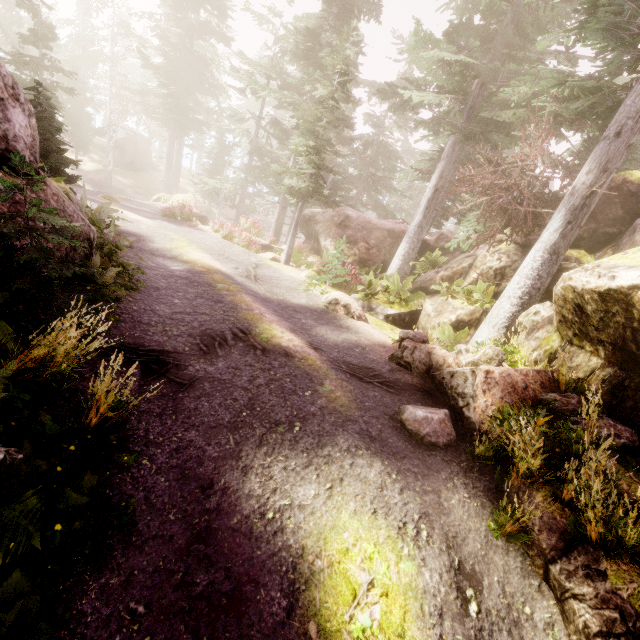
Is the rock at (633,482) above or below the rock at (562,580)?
above

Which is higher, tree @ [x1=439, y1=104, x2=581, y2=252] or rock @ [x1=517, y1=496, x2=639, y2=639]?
tree @ [x1=439, y1=104, x2=581, y2=252]

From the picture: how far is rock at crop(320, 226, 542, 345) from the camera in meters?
11.6 m

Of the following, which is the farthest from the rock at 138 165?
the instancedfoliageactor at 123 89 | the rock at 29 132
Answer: the rock at 29 132

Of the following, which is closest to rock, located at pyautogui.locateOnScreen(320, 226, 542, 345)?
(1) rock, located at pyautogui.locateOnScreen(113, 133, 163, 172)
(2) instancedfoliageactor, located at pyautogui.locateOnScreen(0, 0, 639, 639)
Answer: (2) instancedfoliageactor, located at pyautogui.locateOnScreen(0, 0, 639, 639)

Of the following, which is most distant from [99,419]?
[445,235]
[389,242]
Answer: [445,235]

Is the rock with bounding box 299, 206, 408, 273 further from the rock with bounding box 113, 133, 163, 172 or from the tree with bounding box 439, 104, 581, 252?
the rock with bounding box 113, 133, 163, 172

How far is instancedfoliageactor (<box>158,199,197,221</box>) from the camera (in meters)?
19.55
